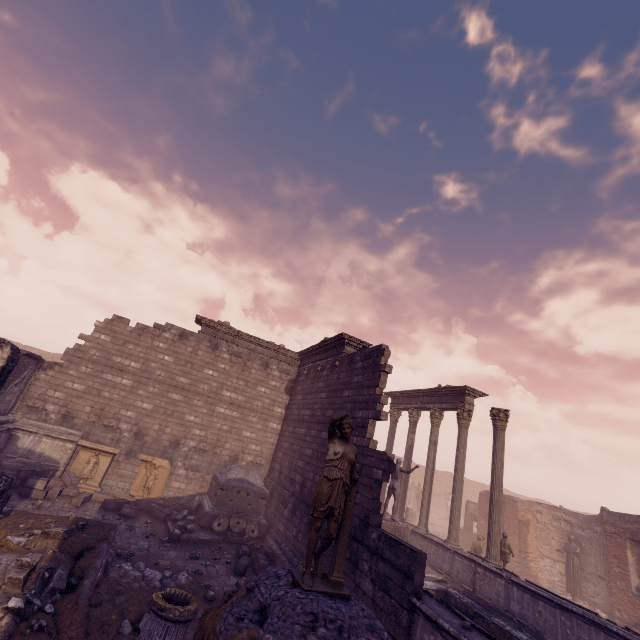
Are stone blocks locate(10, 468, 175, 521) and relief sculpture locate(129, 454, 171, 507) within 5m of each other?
yes

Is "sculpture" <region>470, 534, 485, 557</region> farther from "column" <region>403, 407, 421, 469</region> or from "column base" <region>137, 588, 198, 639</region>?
"column base" <region>137, 588, 198, 639</region>

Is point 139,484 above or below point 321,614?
below

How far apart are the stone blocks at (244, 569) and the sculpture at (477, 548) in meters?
10.9

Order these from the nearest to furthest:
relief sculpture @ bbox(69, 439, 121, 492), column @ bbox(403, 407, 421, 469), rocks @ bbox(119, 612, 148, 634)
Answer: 1. rocks @ bbox(119, 612, 148, 634)
2. relief sculpture @ bbox(69, 439, 121, 492)
3. column @ bbox(403, 407, 421, 469)

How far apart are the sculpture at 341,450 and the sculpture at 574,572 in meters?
18.9 m

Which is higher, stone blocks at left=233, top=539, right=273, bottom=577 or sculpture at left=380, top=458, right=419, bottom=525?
sculpture at left=380, top=458, right=419, bottom=525

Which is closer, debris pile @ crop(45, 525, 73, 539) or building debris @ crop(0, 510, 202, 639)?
building debris @ crop(0, 510, 202, 639)
